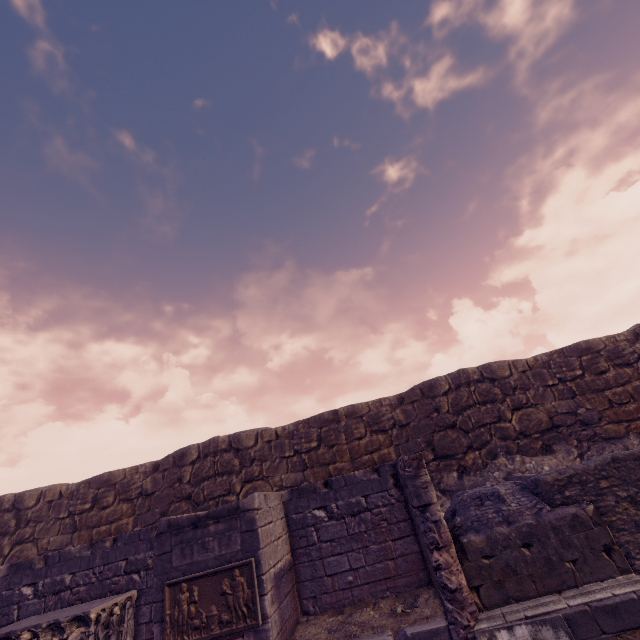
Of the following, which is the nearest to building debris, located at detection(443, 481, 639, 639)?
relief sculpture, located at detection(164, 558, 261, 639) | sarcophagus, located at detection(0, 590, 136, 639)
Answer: relief sculpture, located at detection(164, 558, 261, 639)

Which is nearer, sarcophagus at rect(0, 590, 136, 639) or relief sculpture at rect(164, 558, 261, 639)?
relief sculpture at rect(164, 558, 261, 639)

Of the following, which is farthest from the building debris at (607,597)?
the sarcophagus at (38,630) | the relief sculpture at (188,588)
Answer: the sarcophagus at (38,630)

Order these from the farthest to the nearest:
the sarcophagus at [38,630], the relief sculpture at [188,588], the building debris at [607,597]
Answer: →
1. the sarcophagus at [38,630]
2. the relief sculpture at [188,588]
3. the building debris at [607,597]

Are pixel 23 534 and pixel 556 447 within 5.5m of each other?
no

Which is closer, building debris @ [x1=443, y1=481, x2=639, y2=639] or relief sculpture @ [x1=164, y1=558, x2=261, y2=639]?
building debris @ [x1=443, y1=481, x2=639, y2=639]

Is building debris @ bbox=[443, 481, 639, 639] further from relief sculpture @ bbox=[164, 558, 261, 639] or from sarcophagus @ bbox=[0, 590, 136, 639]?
sarcophagus @ bbox=[0, 590, 136, 639]

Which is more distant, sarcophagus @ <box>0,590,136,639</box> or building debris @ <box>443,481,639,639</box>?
sarcophagus @ <box>0,590,136,639</box>
